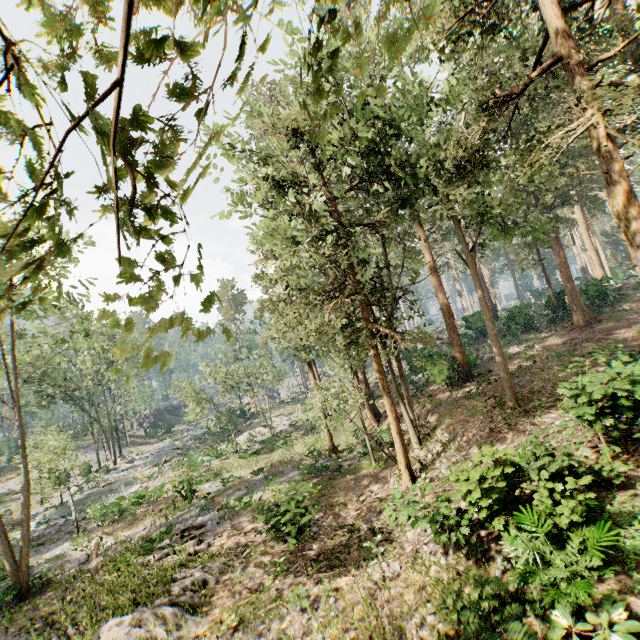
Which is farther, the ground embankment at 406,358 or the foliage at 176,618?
the ground embankment at 406,358

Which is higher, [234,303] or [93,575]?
[234,303]

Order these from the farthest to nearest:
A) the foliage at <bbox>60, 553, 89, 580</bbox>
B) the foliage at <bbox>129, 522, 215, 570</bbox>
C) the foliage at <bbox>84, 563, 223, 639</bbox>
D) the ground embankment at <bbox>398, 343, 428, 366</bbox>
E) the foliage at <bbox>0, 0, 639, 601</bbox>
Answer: the ground embankment at <bbox>398, 343, 428, 366</bbox> < the foliage at <bbox>60, 553, 89, 580</bbox> < the foliage at <bbox>129, 522, 215, 570</bbox> < the foliage at <bbox>84, 563, 223, 639</bbox> < the foliage at <bbox>0, 0, 639, 601</bbox>

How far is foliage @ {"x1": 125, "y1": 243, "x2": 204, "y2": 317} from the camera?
1.25m

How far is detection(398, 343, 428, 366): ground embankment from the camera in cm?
2998
